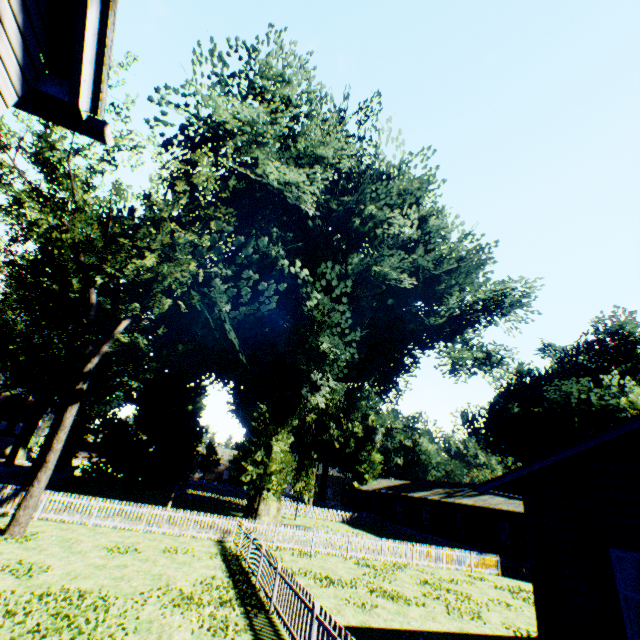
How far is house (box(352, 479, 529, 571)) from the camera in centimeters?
2583cm

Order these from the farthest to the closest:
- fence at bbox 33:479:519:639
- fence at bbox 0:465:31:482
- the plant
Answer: fence at bbox 0:465:31:482 → the plant → fence at bbox 33:479:519:639

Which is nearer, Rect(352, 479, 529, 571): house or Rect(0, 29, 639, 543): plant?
Rect(0, 29, 639, 543): plant

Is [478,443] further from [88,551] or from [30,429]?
[30,429]

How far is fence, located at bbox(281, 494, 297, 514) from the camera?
40.0 meters

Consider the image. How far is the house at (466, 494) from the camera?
25.83m

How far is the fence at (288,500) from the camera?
40.0m

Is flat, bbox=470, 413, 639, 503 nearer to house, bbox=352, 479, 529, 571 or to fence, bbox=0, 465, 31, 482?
fence, bbox=0, 465, 31, 482
